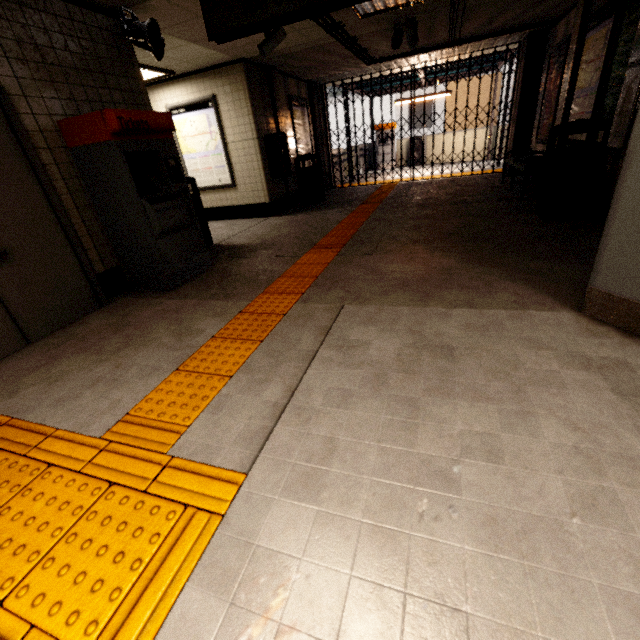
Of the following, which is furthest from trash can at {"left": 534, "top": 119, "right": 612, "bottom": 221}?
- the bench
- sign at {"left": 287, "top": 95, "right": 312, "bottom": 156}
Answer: sign at {"left": 287, "top": 95, "right": 312, "bottom": 156}

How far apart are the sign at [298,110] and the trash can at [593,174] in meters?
5.9 m

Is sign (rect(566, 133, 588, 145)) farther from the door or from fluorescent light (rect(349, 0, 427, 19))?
the door

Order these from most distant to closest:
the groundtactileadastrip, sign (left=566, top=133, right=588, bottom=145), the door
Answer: sign (left=566, top=133, right=588, bottom=145), the door, the groundtactileadastrip

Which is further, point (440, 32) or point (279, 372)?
point (440, 32)

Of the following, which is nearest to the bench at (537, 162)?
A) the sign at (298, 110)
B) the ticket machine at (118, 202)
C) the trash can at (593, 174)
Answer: the trash can at (593, 174)

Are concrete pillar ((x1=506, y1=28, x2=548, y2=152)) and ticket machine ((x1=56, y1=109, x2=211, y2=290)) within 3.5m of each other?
no

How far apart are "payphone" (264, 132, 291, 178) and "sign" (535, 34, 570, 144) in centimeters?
554cm
